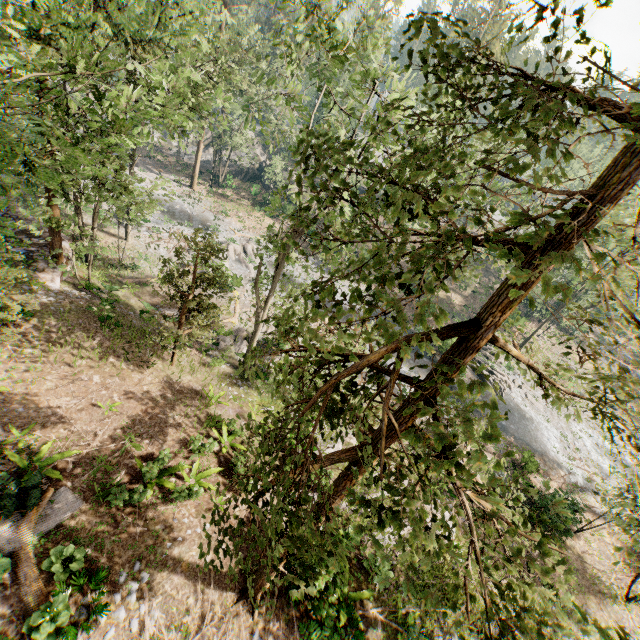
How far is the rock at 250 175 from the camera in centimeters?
4859cm

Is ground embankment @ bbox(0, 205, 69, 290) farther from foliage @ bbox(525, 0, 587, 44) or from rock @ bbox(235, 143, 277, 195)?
rock @ bbox(235, 143, 277, 195)

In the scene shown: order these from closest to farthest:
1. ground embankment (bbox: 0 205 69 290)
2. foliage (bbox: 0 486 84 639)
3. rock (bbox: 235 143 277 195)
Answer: foliage (bbox: 0 486 84 639) < ground embankment (bbox: 0 205 69 290) < rock (bbox: 235 143 277 195)

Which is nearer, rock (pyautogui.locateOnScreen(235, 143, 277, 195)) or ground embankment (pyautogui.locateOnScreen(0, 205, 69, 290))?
ground embankment (pyautogui.locateOnScreen(0, 205, 69, 290))

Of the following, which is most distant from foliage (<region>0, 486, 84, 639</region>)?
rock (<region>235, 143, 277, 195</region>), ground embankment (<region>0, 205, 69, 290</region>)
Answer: rock (<region>235, 143, 277, 195</region>)

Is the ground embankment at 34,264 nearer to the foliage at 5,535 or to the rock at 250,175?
the foliage at 5,535

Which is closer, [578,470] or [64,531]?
[64,531]
